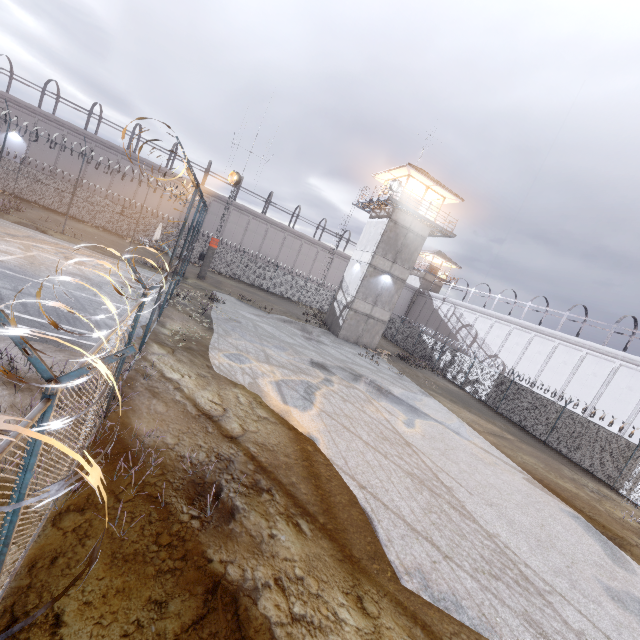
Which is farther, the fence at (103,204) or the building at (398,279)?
the building at (398,279)

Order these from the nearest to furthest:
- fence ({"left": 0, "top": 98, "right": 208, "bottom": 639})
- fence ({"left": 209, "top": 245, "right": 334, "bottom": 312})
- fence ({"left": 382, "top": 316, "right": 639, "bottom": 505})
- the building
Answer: fence ({"left": 0, "top": 98, "right": 208, "bottom": 639}) < fence ({"left": 382, "top": 316, "right": 639, "bottom": 505}) < the building < fence ({"left": 209, "top": 245, "right": 334, "bottom": 312})

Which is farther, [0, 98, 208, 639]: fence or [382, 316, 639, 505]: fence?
[382, 316, 639, 505]: fence

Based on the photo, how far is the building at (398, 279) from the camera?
26.8m

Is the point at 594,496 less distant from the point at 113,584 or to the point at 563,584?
the point at 563,584

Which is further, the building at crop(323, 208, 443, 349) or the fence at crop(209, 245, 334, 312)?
the fence at crop(209, 245, 334, 312)
